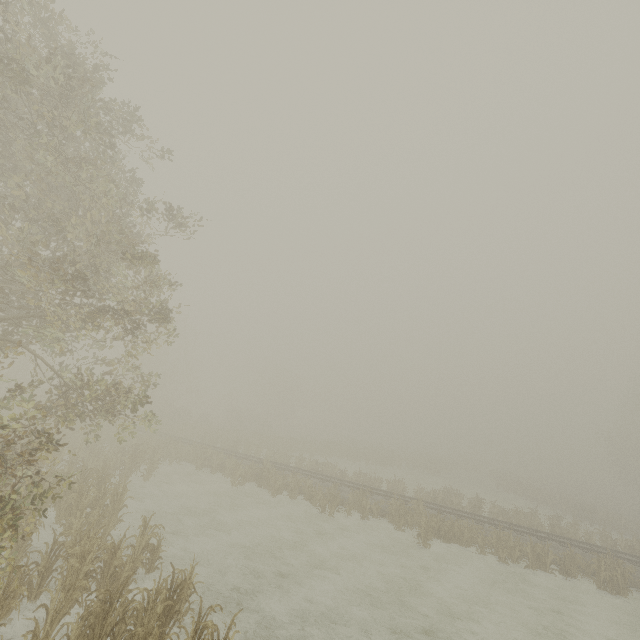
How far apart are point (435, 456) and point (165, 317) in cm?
6221
